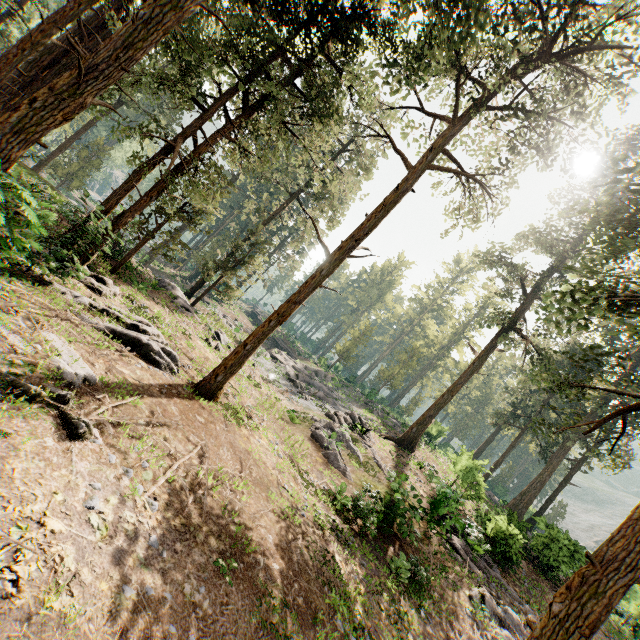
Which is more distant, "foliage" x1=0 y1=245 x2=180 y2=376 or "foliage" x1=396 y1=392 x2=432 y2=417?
"foliage" x1=396 y1=392 x2=432 y2=417

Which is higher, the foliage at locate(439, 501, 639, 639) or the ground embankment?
the foliage at locate(439, 501, 639, 639)

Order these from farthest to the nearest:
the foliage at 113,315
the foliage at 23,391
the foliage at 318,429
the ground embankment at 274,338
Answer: the ground embankment at 274,338 < the foliage at 318,429 < the foliage at 113,315 < the foliage at 23,391

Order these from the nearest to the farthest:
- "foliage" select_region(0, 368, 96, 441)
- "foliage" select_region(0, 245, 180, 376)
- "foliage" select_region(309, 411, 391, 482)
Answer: "foliage" select_region(0, 368, 96, 441), "foliage" select_region(0, 245, 180, 376), "foliage" select_region(309, 411, 391, 482)

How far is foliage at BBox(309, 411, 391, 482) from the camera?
17.77m

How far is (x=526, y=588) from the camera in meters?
16.9 m

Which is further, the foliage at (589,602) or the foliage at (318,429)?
the foliage at (318,429)
